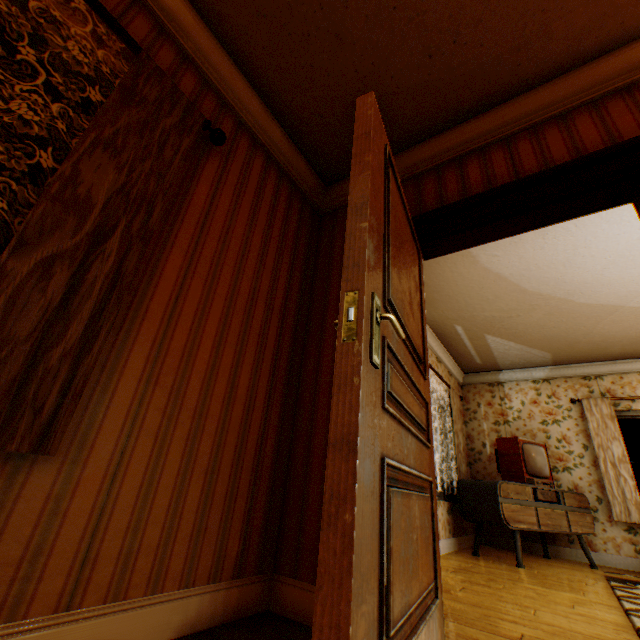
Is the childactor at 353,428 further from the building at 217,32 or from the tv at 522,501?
the tv at 522,501

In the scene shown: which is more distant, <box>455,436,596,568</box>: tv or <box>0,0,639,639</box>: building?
<box>455,436,596,568</box>: tv

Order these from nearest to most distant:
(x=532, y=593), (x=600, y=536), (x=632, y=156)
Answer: (x=632, y=156) < (x=532, y=593) < (x=600, y=536)

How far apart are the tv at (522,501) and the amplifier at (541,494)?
0.0 meters

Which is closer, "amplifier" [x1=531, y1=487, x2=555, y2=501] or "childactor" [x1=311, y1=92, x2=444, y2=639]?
"childactor" [x1=311, y1=92, x2=444, y2=639]

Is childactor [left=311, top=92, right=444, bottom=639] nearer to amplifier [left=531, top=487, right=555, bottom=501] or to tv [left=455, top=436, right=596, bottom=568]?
tv [left=455, top=436, right=596, bottom=568]
